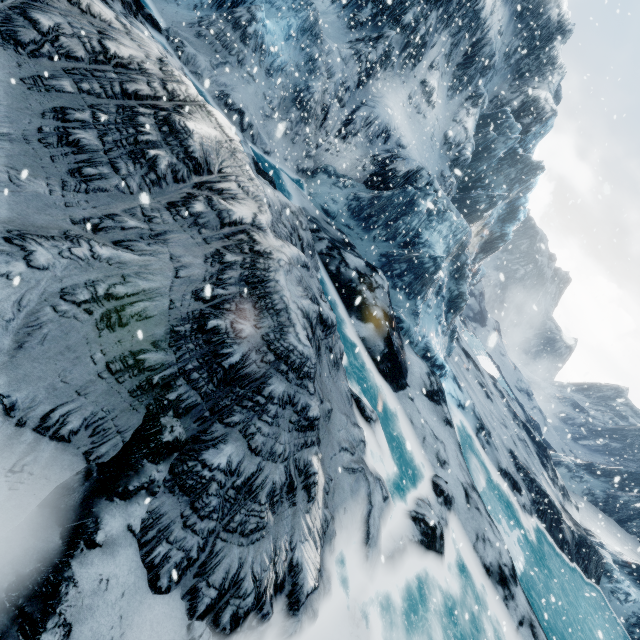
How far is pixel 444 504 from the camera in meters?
8.7
